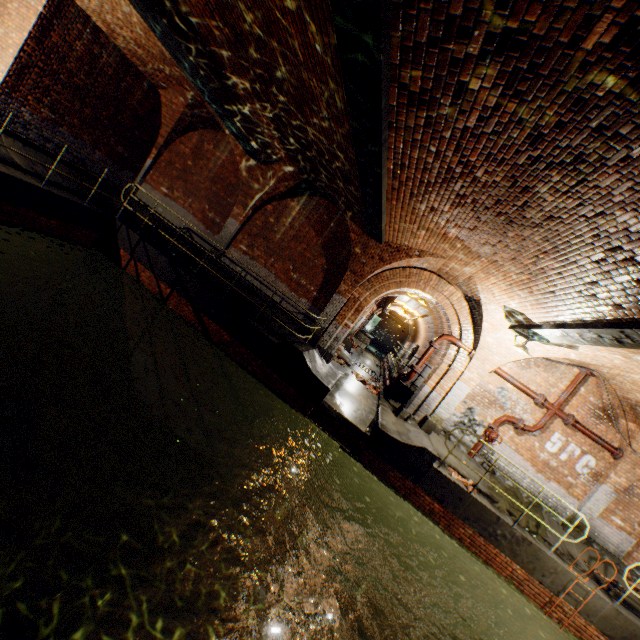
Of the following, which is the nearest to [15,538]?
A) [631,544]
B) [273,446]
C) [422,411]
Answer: [273,446]

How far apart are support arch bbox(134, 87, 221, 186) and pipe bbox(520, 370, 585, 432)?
14.7m

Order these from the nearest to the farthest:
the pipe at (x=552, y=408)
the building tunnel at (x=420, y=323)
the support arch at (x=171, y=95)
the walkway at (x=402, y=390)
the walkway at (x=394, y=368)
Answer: the pipe at (x=552, y=408) < the support arch at (x=171, y=95) < the building tunnel at (x=420, y=323) < the walkway at (x=402, y=390) < the walkway at (x=394, y=368)

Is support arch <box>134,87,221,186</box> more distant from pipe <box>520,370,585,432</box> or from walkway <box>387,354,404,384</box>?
pipe <box>520,370,585,432</box>

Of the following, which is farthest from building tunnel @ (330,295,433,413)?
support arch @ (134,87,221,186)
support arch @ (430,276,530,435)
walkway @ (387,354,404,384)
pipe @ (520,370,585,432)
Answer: support arch @ (134,87,221,186)

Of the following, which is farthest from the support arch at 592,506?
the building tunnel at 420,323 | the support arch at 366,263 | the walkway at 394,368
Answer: the support arch at 366,263

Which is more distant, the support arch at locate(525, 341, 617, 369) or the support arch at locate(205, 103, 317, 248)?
the support arch at locate(205, 103, 317, 248)

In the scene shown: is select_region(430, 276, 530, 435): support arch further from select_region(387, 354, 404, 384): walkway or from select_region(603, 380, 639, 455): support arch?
select_region(387, 354, 404, 384): walkway
